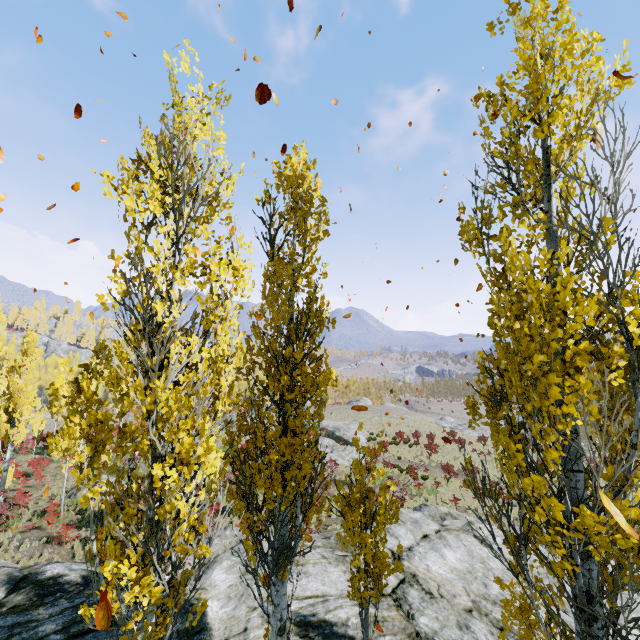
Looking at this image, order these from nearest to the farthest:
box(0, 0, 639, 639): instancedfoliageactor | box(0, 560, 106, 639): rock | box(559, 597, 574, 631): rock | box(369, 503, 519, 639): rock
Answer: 1. box(0, 0, 639, 639): instancedfoliageactor
2. box(0, 560, 106, 639): rock
3. box(369, 503, 519, 639): rock
4. box(559, 597, 574, 631): rock

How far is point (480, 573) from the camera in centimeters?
1072cm

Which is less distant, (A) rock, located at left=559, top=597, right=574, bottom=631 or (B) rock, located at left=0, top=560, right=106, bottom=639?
(B) rock, located at left=0, top=560, right=106, bottom=639

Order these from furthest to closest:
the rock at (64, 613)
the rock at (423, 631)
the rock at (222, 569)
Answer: the rock at (423, 631) → the rock at (222, 569) → the rock at (64, 613)

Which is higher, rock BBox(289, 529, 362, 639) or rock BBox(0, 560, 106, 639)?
rock BBox(0, 560, 106, 639)

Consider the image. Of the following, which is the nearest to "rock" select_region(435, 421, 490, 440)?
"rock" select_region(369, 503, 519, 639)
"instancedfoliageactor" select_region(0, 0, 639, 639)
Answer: "instancedfoliageactor" select_region(0, 0, 639, 639)

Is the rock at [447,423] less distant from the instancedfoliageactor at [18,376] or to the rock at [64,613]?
the instancedfoliageactor at [18,376]
